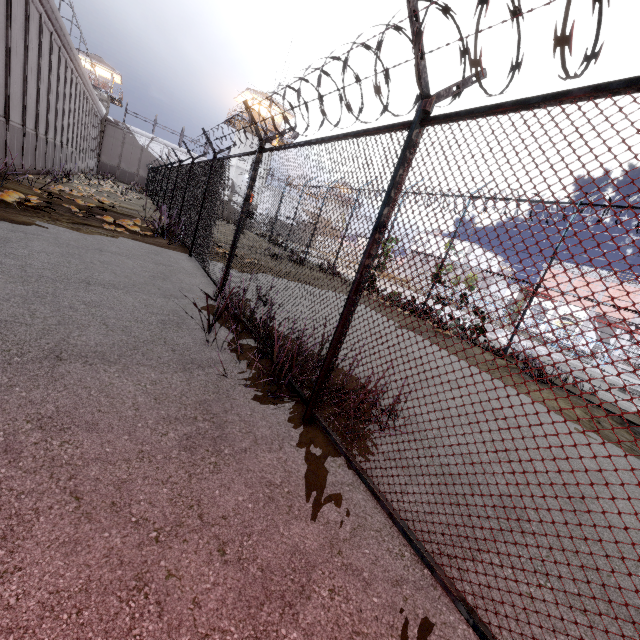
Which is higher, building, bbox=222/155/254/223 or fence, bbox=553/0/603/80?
building, bbox=222/155/254/223

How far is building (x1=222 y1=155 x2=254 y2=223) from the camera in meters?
38.9

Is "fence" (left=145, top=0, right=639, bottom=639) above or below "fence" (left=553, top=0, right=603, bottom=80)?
below

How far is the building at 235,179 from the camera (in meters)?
38.94

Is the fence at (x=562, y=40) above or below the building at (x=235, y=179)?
below

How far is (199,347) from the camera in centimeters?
411cm

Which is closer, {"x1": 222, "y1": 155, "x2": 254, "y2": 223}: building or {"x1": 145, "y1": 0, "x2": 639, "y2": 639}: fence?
{"x1": 145, "y1": 0, "x2": 639, "y2": 639}: fence
